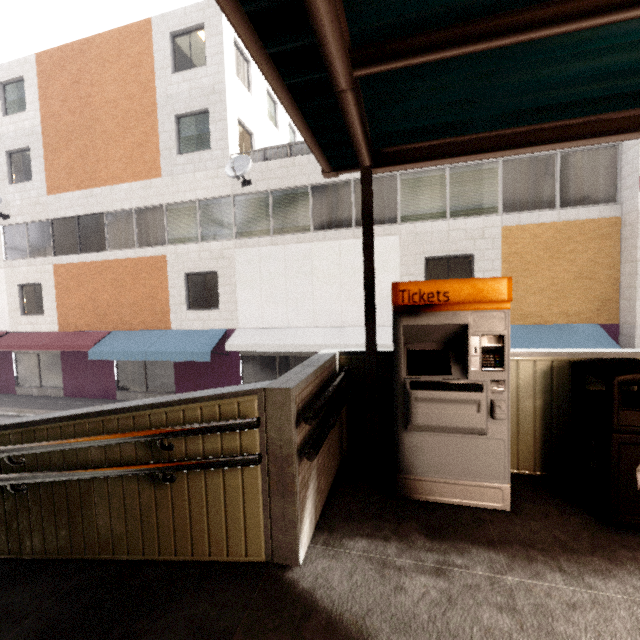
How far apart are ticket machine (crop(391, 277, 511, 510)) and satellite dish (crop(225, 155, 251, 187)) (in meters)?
9.61

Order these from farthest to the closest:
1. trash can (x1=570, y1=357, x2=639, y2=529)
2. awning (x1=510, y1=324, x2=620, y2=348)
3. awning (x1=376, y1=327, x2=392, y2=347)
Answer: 1. awning (x1=376, y1=327, x2=392, y2=347)
2. awning (x1=510, y1=324, x2=620, y2=348)
3. trash can (x1=570, y1=357, x2=639, y2=529)

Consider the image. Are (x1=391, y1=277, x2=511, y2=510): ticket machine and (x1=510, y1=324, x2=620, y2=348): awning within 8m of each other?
yes

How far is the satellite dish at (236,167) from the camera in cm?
1096

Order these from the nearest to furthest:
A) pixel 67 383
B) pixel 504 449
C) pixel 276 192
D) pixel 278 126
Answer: pixel 504 449
pixel 276 192
pixel 67 383
pixel 278 126

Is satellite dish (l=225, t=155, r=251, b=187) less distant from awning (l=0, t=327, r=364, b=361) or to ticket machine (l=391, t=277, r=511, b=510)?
awning (l=0, t=327, r=364, b=361)

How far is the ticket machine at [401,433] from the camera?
2.51m

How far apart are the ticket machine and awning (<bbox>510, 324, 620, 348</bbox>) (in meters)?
6.37
